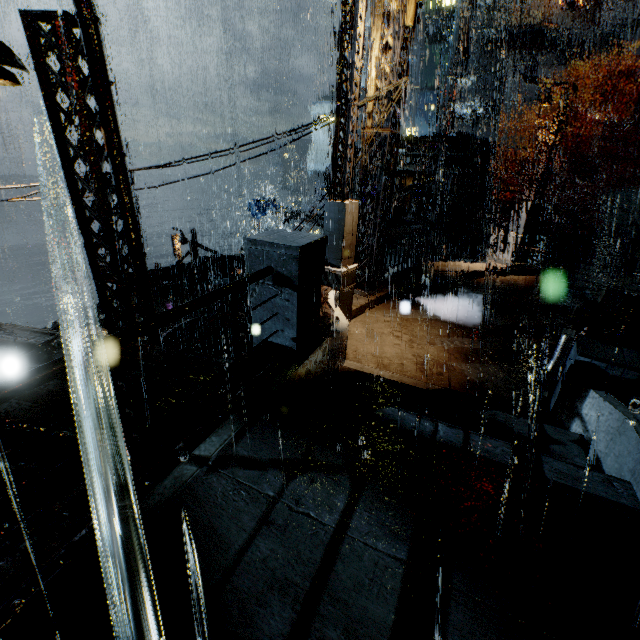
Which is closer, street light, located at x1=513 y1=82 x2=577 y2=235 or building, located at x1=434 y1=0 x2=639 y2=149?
street light, located at x1=513 y1=82 x2=577 y2=235

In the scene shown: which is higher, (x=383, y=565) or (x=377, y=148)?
(x=377, y=148)

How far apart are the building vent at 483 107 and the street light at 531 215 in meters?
35.6

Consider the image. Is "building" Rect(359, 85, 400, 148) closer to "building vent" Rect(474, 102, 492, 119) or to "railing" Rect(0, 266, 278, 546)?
"building vent" Rect(474, 102, 492, 119)

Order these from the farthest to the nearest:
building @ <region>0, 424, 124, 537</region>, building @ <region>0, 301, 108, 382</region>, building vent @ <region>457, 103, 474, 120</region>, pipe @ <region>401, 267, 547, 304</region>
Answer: building vent @ <region>457, 103, 474, 120</region>
pipe @ <region>401, 267, 547, 304</region>
building @ <region>0, 301, 108, 382</region>
building @ <region>0, 424, 124, 537</region>

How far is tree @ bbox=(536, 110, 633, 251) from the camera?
21.73m

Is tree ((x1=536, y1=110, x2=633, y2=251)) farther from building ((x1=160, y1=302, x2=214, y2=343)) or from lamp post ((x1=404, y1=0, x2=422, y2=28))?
lamp post ((x1=404, y1=0, x2=422, y2=28))

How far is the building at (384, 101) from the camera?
8.18m
